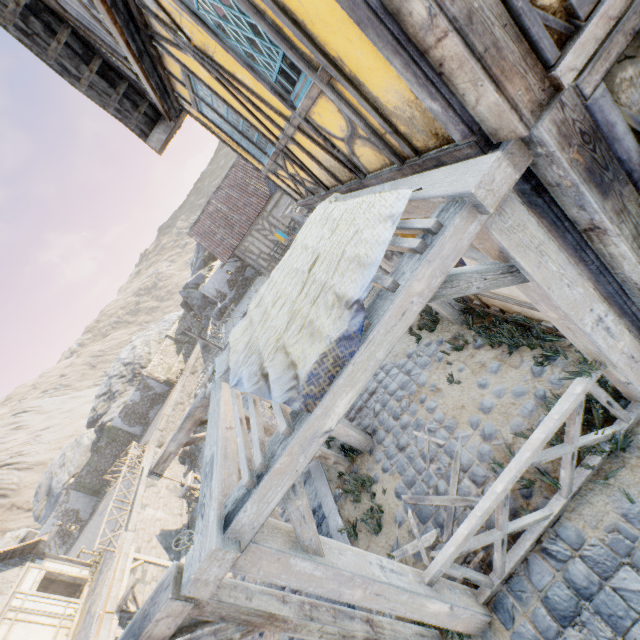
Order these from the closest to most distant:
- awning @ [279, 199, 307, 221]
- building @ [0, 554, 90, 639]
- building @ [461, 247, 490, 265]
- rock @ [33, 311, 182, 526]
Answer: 1. building @ [461, 247, 490, 265]
2. awning @ [279, 199, 307, 221]
3. building @ [0, 554, 90, 639]
4. rock @ [33, 311, 182, 526]

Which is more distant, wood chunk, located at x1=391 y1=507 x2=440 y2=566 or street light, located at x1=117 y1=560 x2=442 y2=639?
wood chunk, located at x1=391 y1=507 x2=440 y2=566

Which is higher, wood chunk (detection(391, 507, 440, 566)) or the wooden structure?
wood chunk (detection(391, 507, 440, 566))

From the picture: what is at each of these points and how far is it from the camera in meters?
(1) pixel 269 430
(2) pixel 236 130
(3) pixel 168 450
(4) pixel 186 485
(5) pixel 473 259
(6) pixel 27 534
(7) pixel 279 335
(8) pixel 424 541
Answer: (1) street light, 5.1
(2) building, 4.9
(3) street light, 4.7
(4) street light, 4.8
(5) building, 3.7
(6) rock, 30.1
(7) fabric, 2.8
(8) wood chunk, 4.0

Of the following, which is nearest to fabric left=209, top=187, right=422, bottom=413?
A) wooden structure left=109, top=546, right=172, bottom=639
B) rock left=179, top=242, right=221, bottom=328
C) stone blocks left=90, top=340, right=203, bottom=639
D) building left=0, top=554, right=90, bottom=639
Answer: stone blocks left=90, top=340, right=203, bottom=639

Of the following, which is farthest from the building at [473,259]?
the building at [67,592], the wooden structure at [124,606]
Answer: the building at [67,592]

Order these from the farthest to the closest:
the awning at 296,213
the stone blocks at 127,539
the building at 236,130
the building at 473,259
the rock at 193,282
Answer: the rock at 193,282, the stone blocks at 127,539, the awning at 296,213, the building at 473,259, the building at 236,130

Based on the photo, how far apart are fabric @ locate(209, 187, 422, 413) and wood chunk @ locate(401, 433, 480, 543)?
2.2m
